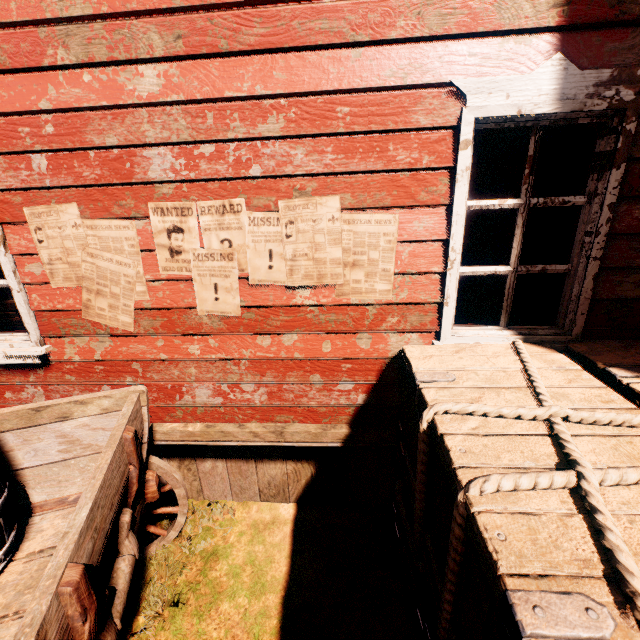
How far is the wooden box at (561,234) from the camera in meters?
2.6 m

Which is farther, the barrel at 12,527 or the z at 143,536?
the z at 143,536

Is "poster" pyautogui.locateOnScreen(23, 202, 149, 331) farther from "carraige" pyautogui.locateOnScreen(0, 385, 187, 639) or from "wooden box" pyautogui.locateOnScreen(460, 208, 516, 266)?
"wooden box" pyautogui.locateOnScreen(460, 208, 516, 266)

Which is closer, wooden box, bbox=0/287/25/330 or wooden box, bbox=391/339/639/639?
wooden box, bbox=391/339/639/639

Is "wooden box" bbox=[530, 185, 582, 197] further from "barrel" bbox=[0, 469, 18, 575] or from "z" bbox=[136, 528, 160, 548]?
"barrel" bbox=[0, 469, 18, 575]

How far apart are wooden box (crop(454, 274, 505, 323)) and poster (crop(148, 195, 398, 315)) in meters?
0.7

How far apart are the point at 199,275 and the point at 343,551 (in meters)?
2.54
